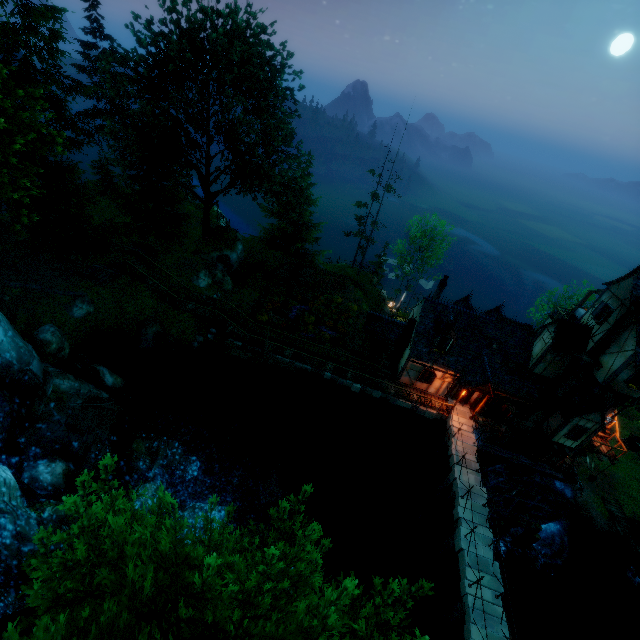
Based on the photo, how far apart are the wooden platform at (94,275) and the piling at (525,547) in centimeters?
3738cm

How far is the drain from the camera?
23.94m

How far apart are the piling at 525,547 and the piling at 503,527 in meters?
1.0

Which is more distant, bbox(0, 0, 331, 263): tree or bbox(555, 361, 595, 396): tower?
bbox(555, 361, 595, 396): tower

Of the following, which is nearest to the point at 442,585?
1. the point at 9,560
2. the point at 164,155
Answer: the point at 9,560

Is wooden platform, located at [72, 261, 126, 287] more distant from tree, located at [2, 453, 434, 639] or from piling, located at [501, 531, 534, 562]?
piling, located at [501, 531, 534, 562]

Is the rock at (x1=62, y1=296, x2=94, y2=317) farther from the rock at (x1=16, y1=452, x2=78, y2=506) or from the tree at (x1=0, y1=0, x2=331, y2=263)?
the rock at (x1=16, y1=452, x2=78, y2=506)

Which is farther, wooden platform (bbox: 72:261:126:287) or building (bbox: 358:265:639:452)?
wooden platform (bbox: 72:261:126:287)
